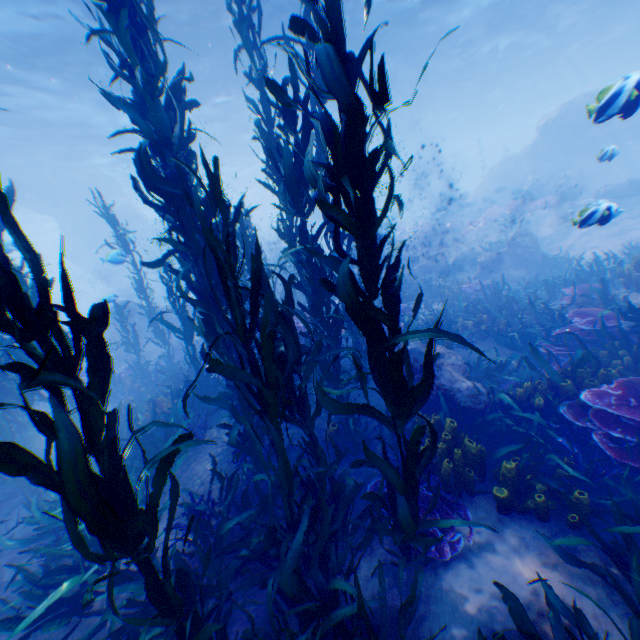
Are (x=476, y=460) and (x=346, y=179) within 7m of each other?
yes

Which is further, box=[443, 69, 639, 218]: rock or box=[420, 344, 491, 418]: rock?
box=[420, 344, 491, 418]: rock

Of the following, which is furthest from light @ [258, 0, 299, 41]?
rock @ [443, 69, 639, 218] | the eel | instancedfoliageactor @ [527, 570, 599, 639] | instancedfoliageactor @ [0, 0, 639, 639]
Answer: the eel

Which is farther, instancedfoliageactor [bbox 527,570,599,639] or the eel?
the eel

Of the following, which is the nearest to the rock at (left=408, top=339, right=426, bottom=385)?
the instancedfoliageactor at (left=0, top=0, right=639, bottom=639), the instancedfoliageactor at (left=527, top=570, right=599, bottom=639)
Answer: the instancedfoliageactor at (left=527, top=570, right=599, bottom=639)

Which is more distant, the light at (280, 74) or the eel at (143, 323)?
the light at (280, 74)

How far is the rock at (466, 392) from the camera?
5.5m
